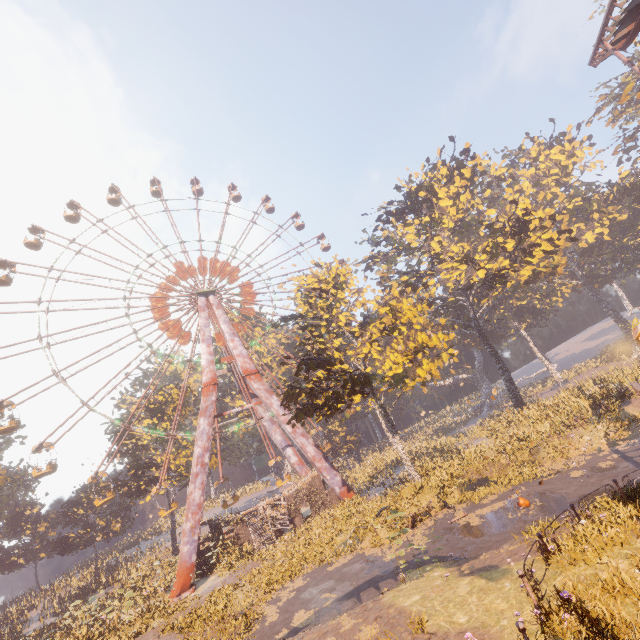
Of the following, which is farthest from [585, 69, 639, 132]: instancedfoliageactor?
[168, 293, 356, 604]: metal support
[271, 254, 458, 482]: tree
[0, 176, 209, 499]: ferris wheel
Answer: [168, 293, 356, 604]: metal support

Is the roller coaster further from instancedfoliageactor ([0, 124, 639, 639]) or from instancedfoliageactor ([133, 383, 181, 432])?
instancedfoliageactor ([133, 383, 181, 432])

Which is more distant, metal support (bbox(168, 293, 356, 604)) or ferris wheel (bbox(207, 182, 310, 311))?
ferris wheel (bbox(207, 182, 310, 311))

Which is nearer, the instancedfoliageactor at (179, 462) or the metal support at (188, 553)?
the metal support at (188, 553)

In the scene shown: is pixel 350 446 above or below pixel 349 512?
above

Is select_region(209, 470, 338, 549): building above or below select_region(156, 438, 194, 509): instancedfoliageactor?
below

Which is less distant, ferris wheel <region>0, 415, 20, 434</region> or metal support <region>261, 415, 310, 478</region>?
ferris wheel <region>0, 415, 20, 434</region>

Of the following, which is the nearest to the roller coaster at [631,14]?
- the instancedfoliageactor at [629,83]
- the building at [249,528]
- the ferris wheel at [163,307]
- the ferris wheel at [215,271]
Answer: the instancedfoliageactor at [629,83]
